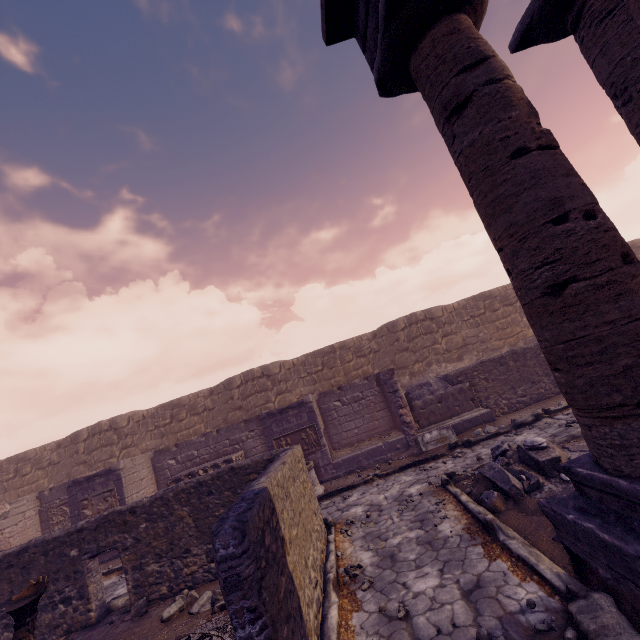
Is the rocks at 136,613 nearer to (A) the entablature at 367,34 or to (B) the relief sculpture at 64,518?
(B) the relief sculpture at 64,518

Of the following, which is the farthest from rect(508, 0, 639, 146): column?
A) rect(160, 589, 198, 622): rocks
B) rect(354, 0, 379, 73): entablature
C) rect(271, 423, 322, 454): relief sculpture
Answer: rect(271, 423, 322, 454): relief sculpture

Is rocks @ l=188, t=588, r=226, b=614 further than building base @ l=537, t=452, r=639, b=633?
Yes

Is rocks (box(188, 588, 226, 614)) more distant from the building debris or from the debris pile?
the building debris

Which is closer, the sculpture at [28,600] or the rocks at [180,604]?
the sculpture at [28,600]

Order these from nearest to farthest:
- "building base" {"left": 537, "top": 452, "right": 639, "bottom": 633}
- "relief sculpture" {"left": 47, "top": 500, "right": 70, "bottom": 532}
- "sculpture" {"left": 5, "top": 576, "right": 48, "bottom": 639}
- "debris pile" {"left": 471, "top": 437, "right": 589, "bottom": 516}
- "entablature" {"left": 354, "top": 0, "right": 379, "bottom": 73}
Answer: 1. "building base" {"left": 537, "top": 452, "right": 639, "bottom": 633}
2. "sculpture" {"left": 5, "top": 576, "right": 48, "bottom": 639}
3. "entablature" {"left": 354, "top": 0, "right": 379, "bottom": 73}
4. "debris pile" {"left": 471, "top": 437, "right": 589, "bottom": 516}
5. "relief sculpture" {"left": 47, "top": 500, "right": 70, "bottom": 532}

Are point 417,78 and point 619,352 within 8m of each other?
yes

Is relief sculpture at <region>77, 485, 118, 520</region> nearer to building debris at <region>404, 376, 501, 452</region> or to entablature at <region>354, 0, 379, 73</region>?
building debris at <region>404, 376, 501, 452</region>
